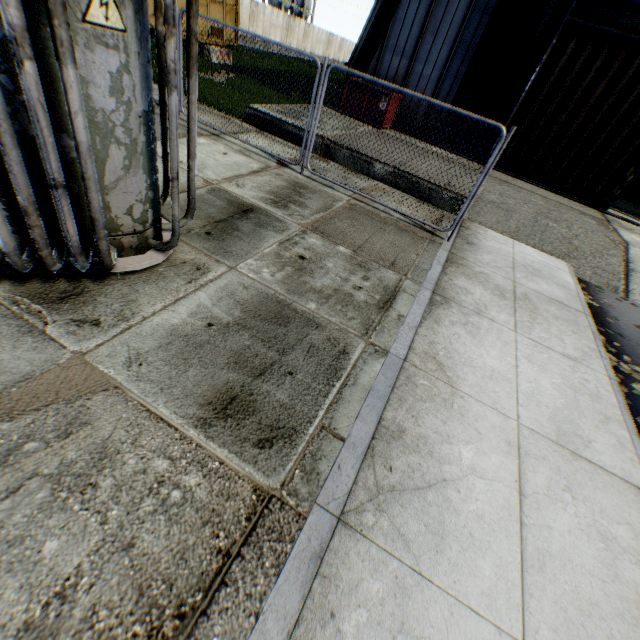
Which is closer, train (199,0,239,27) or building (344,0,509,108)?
building (344,0,509,108)

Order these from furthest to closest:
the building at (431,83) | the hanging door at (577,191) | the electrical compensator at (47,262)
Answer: the building at (431,83), the hanging door at (577,191), the electrical compensator at (47,262)

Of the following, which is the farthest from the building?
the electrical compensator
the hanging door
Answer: the electrical compensator

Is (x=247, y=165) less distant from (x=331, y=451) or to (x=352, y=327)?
(x=352, y=327)

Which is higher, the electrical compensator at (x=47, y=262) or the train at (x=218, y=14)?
the train at (x=218, y=14)

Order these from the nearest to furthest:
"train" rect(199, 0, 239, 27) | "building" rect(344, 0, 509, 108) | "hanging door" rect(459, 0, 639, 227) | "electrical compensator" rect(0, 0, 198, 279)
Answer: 1. "electrical compensator" rect(0, 0, 198, 279)
2. "hanging door" rect(459, 0, 639, 227)
3. "building" rect(344, 0, 509, 108)
4. "train" rect(199, 0, 239, 27)

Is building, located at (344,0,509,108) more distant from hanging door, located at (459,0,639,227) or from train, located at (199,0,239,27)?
train, located at (199,0,239,27)

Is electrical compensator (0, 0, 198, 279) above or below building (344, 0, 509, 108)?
below
